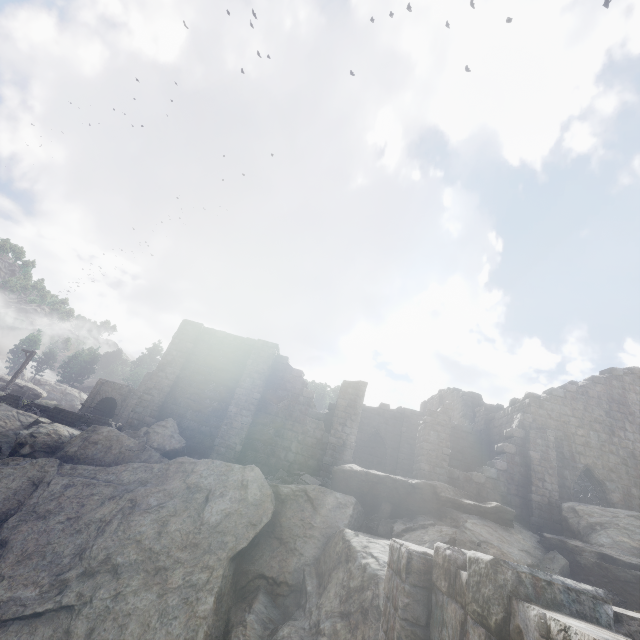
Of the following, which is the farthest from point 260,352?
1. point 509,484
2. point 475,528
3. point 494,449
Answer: point 494,449

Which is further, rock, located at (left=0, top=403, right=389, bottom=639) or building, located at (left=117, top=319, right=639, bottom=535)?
building, located at (left=117, top=319, right=639, bottom=535)

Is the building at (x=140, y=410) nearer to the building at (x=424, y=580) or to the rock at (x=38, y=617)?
the rock at (x=38, y=617)

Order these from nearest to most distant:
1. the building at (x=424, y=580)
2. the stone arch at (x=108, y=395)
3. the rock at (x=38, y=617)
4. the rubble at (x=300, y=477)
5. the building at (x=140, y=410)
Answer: the building at (x=424, y=580) < the rock at (x=38, y=617) < the rubble at (x=300, y=477) < the building at (x=140, y=410) < the stone arch at (x=108, y=395)

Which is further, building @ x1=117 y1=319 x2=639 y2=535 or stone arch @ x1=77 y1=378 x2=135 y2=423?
stone arch @ x1=77 y1=378 x2=135 y2=423

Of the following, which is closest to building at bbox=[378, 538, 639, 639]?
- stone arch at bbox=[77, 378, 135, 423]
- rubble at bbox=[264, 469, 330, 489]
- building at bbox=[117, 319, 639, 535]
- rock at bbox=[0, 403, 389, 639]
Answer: rock at bbox=[0, 403, 389, 639]

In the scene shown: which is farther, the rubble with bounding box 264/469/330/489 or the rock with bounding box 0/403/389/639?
the rubble with bounding box 264/469/330/489

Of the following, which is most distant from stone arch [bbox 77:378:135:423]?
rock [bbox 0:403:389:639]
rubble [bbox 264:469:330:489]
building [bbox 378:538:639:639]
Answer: rubble [bbox 264:469:330:489]
